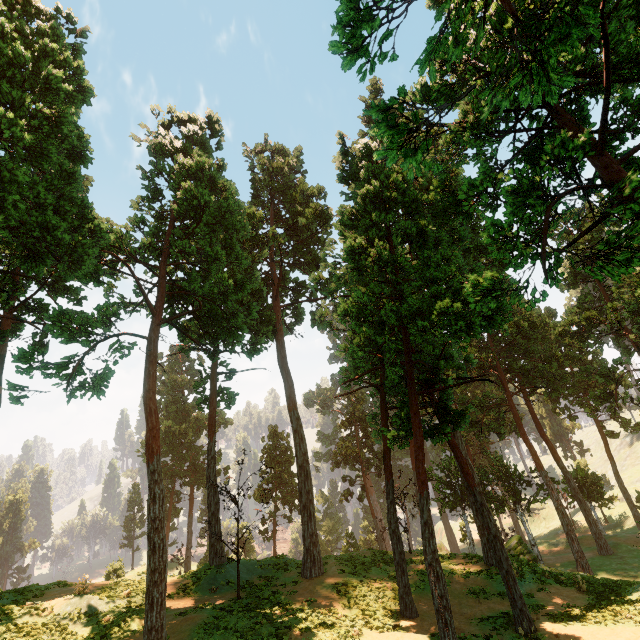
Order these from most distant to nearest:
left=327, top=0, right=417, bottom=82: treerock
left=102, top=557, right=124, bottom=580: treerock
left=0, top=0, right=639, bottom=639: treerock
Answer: left=102, top=557, right=124, bottom=580: treerock → left=0, top=0, right=639, bottom=639: treerock → left=327, top=0, right=417, bottom=82: treerock

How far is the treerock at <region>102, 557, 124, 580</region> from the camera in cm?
3841

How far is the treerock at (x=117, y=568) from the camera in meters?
38.4

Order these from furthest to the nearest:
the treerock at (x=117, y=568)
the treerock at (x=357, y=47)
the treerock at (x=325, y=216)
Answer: the treerock at (x=117, y=568), the treerock at (x=325, y=216), the treerock at (x=357, y=47)

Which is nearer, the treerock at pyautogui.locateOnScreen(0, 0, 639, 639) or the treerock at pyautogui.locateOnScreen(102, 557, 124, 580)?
the treerock at pyautogui.locateOnScreen(0, 0, 639, 639)

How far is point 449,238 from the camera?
14.47m
